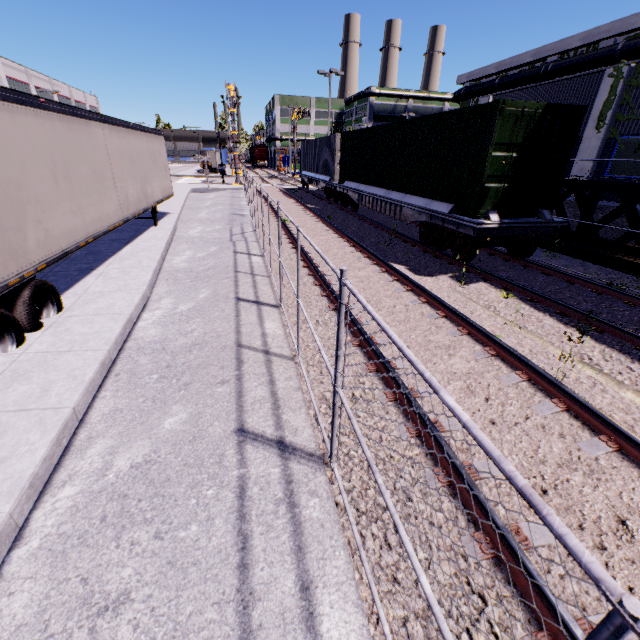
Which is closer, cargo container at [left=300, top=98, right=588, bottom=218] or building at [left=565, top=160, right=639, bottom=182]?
cargo container at [left=300, top=98, right=588, bottom=218]

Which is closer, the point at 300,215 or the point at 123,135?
the point at 123,135

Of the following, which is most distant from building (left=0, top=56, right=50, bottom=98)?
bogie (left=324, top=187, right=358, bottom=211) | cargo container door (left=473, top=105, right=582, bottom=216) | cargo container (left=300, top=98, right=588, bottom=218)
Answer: bogie (left=324, top=187, right=358, bottom=211)

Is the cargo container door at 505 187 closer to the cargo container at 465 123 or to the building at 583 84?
the cargo container at 465 123

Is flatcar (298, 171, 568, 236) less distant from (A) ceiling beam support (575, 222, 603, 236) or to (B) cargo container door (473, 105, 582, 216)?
(B) cargo container door (473, 105, 582, 216)

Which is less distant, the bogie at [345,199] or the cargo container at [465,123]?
the cargo container at [465,123]

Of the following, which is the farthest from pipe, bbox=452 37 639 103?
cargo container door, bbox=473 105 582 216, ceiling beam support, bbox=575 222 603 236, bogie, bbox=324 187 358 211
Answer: ceiling beam support, bbox=575 222 603 236

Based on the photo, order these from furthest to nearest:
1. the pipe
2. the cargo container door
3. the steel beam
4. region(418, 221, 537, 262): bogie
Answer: the pipe → the steel beam → region(418, 221, 537, 262): bogie → the cargo container door
